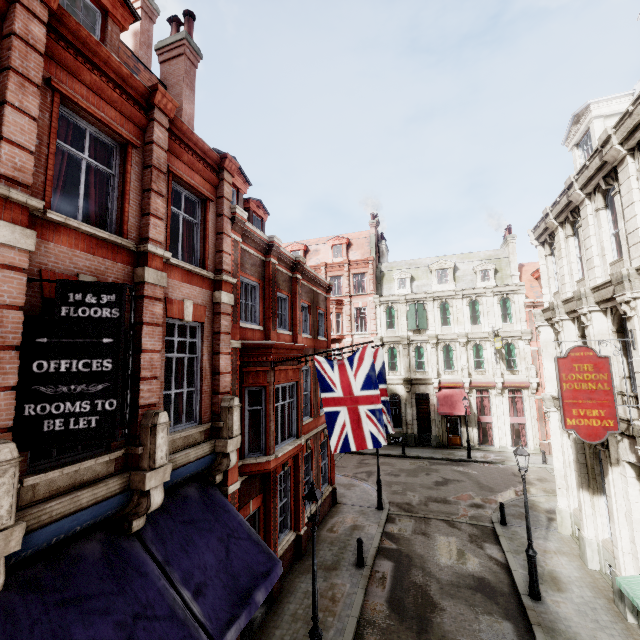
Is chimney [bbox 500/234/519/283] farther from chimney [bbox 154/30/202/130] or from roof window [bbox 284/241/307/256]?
chimney [bbox 154/30/202/130]

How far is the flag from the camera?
9.55m

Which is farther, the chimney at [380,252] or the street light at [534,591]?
the chimney at [380,252]

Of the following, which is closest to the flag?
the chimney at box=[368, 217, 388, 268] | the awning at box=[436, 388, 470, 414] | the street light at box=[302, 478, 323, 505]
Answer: the street light at box=[302, 478, 323, 505]

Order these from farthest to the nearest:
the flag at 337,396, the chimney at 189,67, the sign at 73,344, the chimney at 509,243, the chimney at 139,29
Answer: the chimney at 509,243 → the chimney at 139,29 → the chimney at 189,67 → the flag at 337,396 → the sign at 73,344

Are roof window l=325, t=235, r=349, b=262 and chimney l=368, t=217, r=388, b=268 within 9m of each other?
yes

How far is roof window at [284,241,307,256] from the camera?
36.3 meters

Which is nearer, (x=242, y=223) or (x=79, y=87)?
(x=79, y=87)
